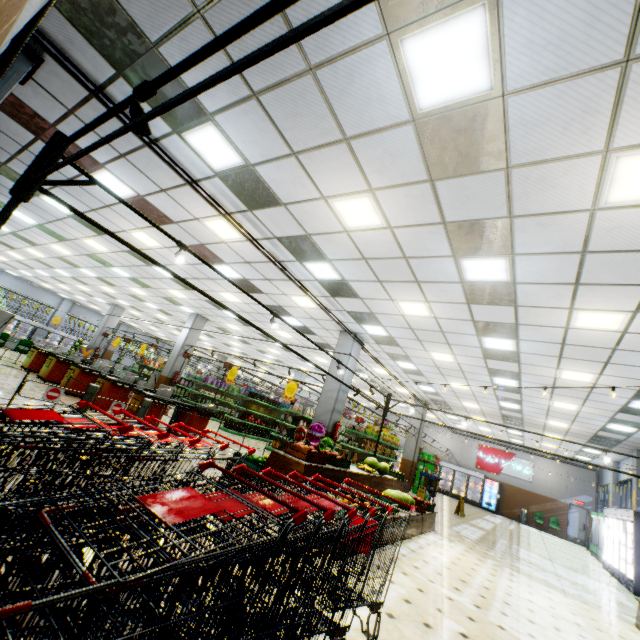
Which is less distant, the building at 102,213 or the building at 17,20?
the building at 17,20

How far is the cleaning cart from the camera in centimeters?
1391cm

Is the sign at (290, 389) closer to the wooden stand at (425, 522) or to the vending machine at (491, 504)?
the wooden stand at (425, 522)

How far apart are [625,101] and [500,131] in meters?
1.0 m

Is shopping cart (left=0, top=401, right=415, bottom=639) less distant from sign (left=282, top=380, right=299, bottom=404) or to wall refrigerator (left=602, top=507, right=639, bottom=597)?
sign (left=282, top=380, right=299, bottom=404)

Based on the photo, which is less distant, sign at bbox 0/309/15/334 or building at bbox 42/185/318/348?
sign at bbox 0/309/15/334

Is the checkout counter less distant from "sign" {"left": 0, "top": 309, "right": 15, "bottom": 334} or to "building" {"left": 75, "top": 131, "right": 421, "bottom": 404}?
"building" {"left": 75, "top": 131, "right": 421, "bottom": 404}

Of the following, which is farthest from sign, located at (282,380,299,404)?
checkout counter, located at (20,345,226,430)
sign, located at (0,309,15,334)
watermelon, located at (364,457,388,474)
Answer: sign, located at (0,309,15,334)
